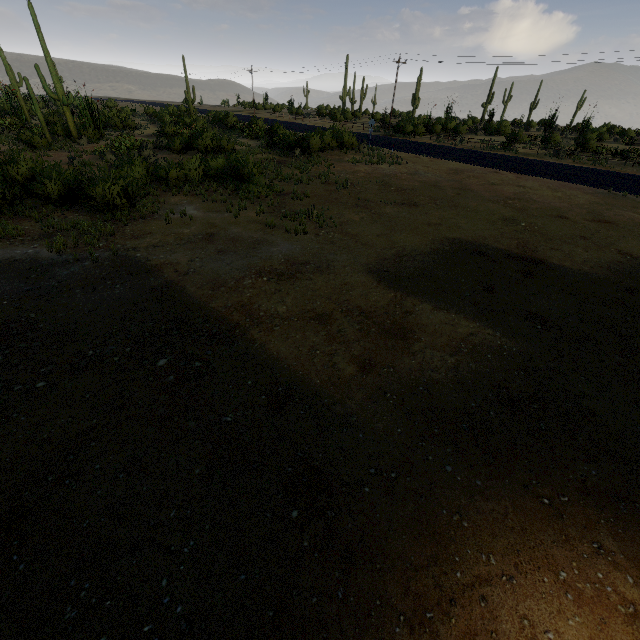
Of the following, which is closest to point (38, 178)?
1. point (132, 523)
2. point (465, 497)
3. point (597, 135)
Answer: point (132, 523)
